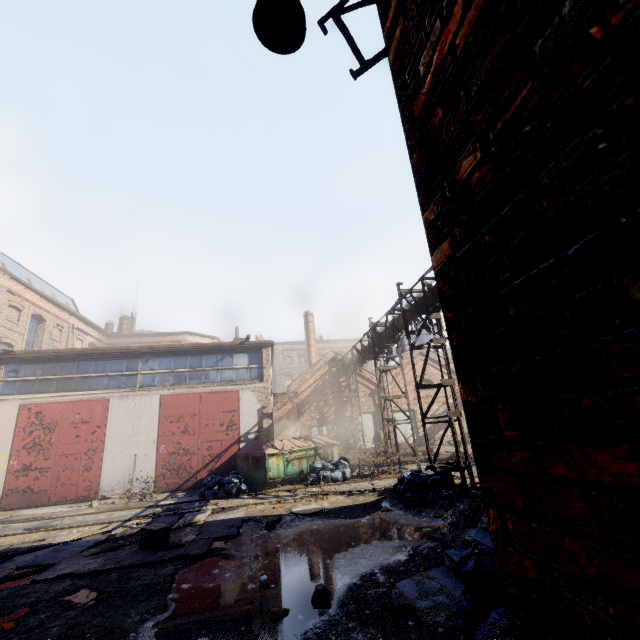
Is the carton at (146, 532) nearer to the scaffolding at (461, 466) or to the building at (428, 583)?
the building at (428, 583)

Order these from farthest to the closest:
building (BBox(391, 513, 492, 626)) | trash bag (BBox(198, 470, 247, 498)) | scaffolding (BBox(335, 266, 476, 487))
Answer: trash bag (BBox(198, 470, 247, 498)), scaffolding (BBox(335, 266, 476, 487)), building (BBox(391, 513, 492, 626))

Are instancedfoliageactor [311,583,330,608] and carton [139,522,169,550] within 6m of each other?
yes

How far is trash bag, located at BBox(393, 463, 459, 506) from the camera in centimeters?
826cm

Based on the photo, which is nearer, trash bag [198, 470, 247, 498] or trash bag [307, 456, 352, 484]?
trash bag [198, 470, 247, 498]

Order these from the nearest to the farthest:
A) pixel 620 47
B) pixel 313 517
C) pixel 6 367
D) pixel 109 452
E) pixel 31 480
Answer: pixel 620 47 < pixel 313 517 < pixel 31 480 < pixel 109 452 < pixel 6 367

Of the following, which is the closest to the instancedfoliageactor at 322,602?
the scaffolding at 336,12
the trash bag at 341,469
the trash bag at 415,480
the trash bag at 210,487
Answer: the trash bag at 415,480

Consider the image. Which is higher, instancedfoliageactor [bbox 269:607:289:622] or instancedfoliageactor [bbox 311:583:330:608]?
instancedfoliageactor [bbox 311:583:330:608]
